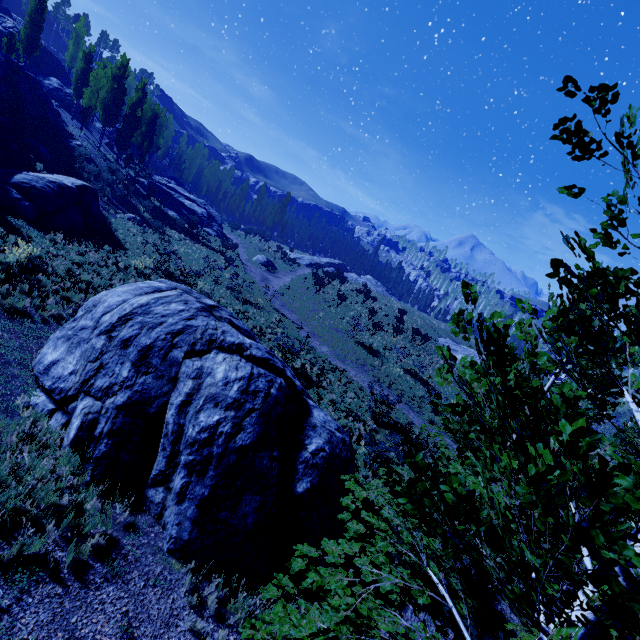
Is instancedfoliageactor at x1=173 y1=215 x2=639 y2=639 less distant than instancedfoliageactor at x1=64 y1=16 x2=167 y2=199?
Yes

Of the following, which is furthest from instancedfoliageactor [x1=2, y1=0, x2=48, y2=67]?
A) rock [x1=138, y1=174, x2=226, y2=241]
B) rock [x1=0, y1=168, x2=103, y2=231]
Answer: rock [x1=0, y1=168, x2=103, y2=231]

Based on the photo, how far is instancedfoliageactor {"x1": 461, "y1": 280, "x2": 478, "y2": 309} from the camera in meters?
2.6

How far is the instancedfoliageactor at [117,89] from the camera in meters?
32.7 m

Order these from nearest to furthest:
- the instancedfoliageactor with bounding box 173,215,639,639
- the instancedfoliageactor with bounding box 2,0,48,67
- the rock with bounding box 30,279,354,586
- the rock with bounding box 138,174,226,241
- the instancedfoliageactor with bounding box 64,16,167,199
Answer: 1. the instancedfoliageactor with bounding box 173,215,639,639
2. the rock with bounding box 30,279,354,586
3. the instancedfoliageactor with bounding box 2,0,48,67
4. the instancedfoliageactor with bounding box 64,16,167,199
5. the rock with bounding box 138,174,226,241

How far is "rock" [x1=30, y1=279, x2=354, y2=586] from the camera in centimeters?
691cm

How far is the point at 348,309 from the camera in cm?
3344
